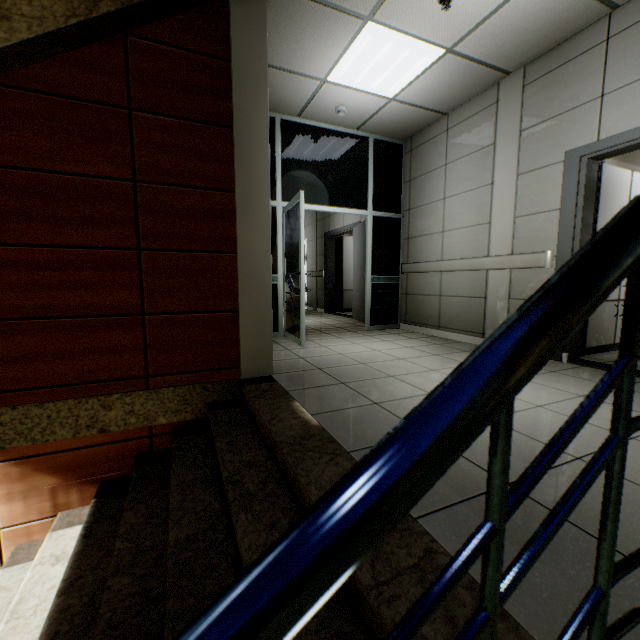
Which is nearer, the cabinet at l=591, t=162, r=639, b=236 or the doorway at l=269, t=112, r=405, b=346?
the cabinet at l=591, t=162, r=639, b=236

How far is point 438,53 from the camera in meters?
3.4 m

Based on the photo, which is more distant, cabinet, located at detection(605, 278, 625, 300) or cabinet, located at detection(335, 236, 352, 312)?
cabinet, located at detection(335, 236, 352, 312)

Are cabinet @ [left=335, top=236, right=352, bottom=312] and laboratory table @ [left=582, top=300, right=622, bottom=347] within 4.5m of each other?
no

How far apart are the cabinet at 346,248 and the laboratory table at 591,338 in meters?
5.9 m

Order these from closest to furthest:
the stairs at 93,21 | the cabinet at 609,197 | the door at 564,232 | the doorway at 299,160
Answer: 1. the stairs at 93,21
2. the door at 564,232
3. the cabinet at 609,197
4. the doorway at 299,160

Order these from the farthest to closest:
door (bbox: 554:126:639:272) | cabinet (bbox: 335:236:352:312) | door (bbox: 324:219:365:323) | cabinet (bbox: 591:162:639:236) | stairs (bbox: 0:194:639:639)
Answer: cabinet (bbox: 335:236:352:312) < door (bbox: 324:219:365:323) < cabinet (bbox: 591:162:639:236) < door (bbox: 554:126:639:272) < stairs (bbox: 0:194:639:639)

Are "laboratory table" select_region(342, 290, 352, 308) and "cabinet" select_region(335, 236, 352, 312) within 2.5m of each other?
yes
